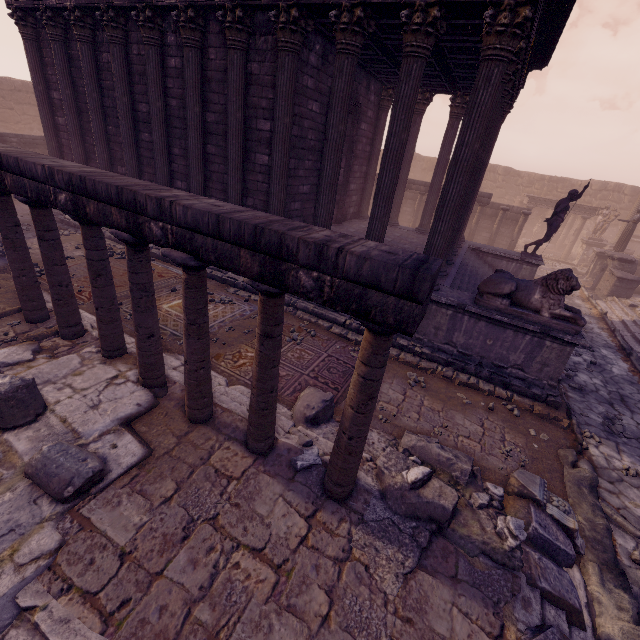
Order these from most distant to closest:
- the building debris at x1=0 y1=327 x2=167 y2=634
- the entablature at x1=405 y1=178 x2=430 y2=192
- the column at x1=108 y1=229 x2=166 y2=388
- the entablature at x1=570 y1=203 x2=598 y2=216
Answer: the entablature at x1=570 y1=203 x2=598 y2=216 < the entablature at x1=405 y1=178 x2=430 y2=192 < the column at x1=108 y1=229 x2=166 y2=388 < the building debris at x1=0 y1=327 x2=167 y2=634

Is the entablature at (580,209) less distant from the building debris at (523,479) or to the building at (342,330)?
the building at (342,330)

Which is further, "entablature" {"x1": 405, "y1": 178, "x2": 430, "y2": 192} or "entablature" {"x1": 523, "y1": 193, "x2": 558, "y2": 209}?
"entablature" {"x1": 523, "y1": 193, "x2": 558, "y2": 209}

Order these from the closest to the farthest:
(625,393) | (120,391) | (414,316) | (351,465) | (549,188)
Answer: (414,316) < (351,465) < (120,391) < (625,393) < (549,188)

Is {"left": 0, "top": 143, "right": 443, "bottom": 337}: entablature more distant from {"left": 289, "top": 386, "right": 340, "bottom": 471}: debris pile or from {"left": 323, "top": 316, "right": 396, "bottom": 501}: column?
{"left": 289, "top": 386, "right": 340, "bottom": 471}: debris pile

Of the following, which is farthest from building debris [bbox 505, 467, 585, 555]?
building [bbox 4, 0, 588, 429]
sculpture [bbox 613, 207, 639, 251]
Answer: sculpture [bbox 613, 207, 639, 251]

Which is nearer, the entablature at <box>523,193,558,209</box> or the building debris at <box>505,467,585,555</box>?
the building debris at <box>505,467,585,555</box>

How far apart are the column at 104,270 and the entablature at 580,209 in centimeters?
2528cm
